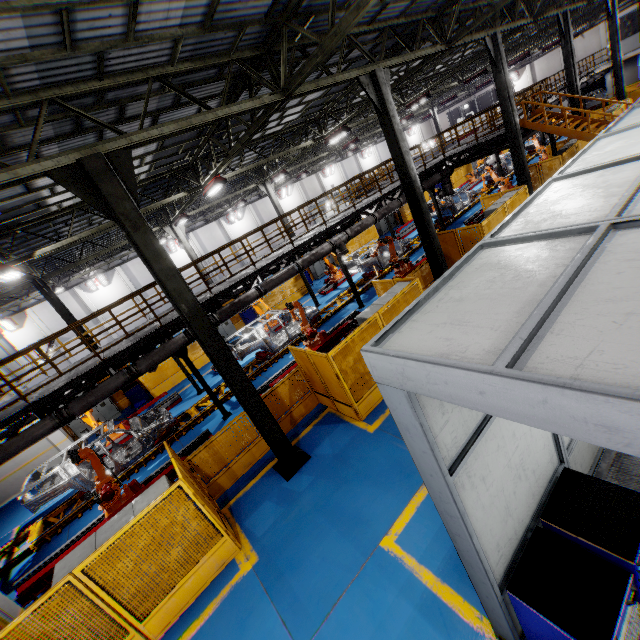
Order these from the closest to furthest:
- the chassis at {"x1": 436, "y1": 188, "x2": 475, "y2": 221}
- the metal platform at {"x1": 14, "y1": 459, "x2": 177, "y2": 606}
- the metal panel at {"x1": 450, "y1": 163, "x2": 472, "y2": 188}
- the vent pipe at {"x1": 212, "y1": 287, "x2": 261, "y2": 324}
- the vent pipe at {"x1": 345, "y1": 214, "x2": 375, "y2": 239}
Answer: the metal platform at {"x1": 14, "y1": 459, "x2": 177, "y2": 606}
the vent pipe at {"x1": 212, "y1": 287, "x2": 261, "y2": 324}
the vent pipe at {"x1": 345, "y1": 214, "x2": 375, "y2": 239}
the chassis at {"x1": 436, "y1": 188, "x2": 475, "y2": 221}
the metal panel at {"x1": 450, "y1": 163, "x2": 472, "y2": 188}

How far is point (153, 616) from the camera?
6.0 meters

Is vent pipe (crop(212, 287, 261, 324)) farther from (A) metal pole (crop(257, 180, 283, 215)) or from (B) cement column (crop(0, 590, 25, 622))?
(A) metal pole (crop(257, 180, 283, 215))

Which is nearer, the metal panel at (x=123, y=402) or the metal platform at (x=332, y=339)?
the metal platform at (x=332, y=339)

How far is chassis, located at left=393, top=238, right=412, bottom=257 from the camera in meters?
18.8

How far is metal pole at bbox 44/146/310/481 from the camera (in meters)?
5.72

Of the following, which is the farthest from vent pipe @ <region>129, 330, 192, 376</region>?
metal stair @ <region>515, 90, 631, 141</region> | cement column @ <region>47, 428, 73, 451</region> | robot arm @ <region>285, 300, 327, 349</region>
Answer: cement column @ <region>47, 428, 73, 451</region>

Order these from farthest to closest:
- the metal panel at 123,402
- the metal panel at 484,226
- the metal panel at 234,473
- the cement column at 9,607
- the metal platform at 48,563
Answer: the metal panel at 123,402, the metal panel at 484,226, the metal platform at 48,563, the cement column at 9,607, the metal panel at 234,473
